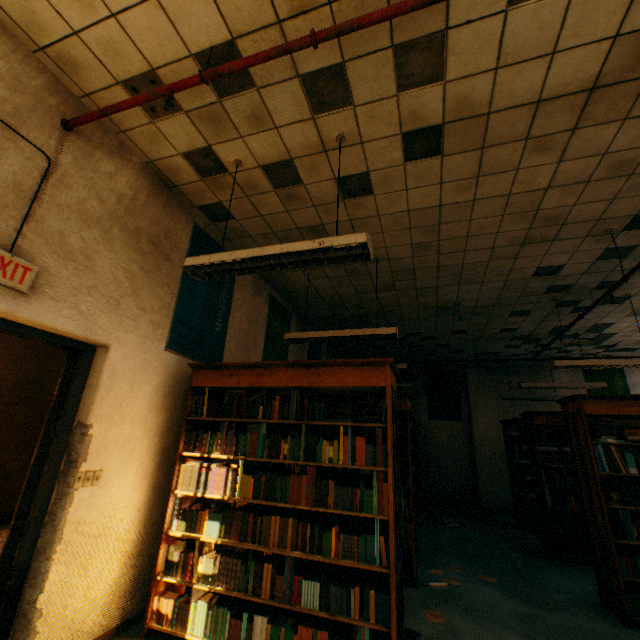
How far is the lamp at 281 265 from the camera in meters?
2.3 m

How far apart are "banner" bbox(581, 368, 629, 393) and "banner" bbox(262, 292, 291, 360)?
8.7 meters

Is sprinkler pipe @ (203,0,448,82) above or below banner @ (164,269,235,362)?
above

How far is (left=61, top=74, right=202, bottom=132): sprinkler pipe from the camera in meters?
2.1

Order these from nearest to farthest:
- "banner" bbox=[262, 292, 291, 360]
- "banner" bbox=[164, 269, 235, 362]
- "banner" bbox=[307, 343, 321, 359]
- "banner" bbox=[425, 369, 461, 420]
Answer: "banner" bbox=[164, 269, 235, 362]
"banner" bbox=[262, 292, 291, 360]
"banner" bbox=[307, 343, 321, 359]
"banner" bbox=[425, 369, 461, 420]

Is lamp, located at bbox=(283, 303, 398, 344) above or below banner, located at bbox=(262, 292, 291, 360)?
below

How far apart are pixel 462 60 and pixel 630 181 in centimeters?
222cm

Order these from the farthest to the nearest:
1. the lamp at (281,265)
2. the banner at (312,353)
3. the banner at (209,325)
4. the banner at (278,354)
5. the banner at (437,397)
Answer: the banner at (437,397)
the banner at (312,353)
the banner at (278,354)
the banner at (209,325)
the lamp at (281,265)
